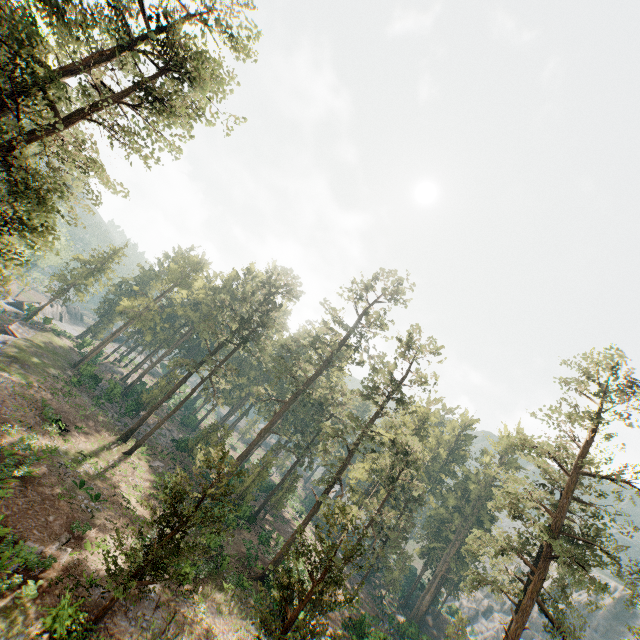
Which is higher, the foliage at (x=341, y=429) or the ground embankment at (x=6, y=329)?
the foliage at (x=341, y=429)

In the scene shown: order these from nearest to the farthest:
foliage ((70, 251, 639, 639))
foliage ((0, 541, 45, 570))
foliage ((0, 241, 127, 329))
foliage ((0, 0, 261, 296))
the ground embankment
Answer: foliage ((0, 0, 261, 296)) < foliage ((0, 541, 45, 570)) < foliage ((70, 251, 639, 639)) < the ground embankment < foliage ((0, 241, 127, 329))

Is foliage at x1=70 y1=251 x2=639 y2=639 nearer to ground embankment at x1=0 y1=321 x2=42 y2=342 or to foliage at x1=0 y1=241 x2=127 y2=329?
foliage at x1=0 y1=241 x2=127 y2=329

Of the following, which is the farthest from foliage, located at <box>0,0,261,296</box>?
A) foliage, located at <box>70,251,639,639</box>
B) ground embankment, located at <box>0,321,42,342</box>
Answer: ground embankment, located at <box>0,321,42,342</box>

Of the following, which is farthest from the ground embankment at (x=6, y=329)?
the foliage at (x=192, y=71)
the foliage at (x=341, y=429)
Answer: the foliage at (x=341, y=429)

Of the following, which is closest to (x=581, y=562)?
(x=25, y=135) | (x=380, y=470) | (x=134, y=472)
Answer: (x=380, y=470)

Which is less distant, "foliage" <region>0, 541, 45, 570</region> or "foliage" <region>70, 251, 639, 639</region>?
"foliage" <region>0, 541, 45, 570</region>
